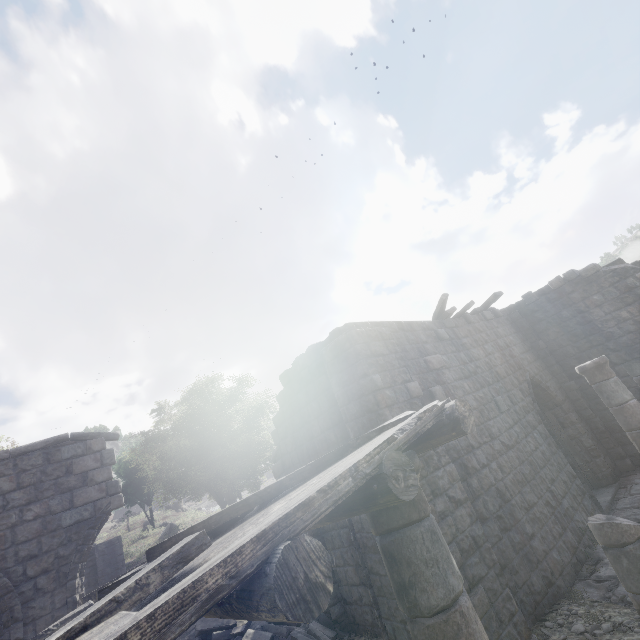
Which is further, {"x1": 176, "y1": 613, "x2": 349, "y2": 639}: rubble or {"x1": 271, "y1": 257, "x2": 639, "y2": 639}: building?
{"x1": 176, "y1": 613, "x2": 349, "y2": 639}: rubble

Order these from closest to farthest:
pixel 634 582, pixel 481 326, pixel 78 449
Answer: pixel 634 582 < pixel 78 449 < pixel 481 326

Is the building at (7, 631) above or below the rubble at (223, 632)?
above

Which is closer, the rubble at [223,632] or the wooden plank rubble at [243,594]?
the wooden plank rubble at [243,594]

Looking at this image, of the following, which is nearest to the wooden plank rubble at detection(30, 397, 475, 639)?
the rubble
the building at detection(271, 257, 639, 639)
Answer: the building at detection(271, 257, 639, 639)

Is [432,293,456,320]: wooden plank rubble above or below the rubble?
above

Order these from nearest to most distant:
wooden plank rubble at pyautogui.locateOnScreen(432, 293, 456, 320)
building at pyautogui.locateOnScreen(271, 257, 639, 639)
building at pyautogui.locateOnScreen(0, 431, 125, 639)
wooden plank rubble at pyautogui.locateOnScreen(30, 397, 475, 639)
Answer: wooden plank rubble at pyautogui.locateOnScreen(30, 397, 475, 639) → building at pyautogui.locateOnScreen(271, 257, 639, 639) → building at pyautogui.locateOnScreen(0, 431, 125, 639) → wooden plank rubble at pyautogui.locateOnScreen(432, 293, 456, 320)

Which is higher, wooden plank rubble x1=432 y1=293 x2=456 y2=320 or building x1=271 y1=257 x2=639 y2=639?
wooden plank rubble x1=432 y1=293 x2=456 y2=320
